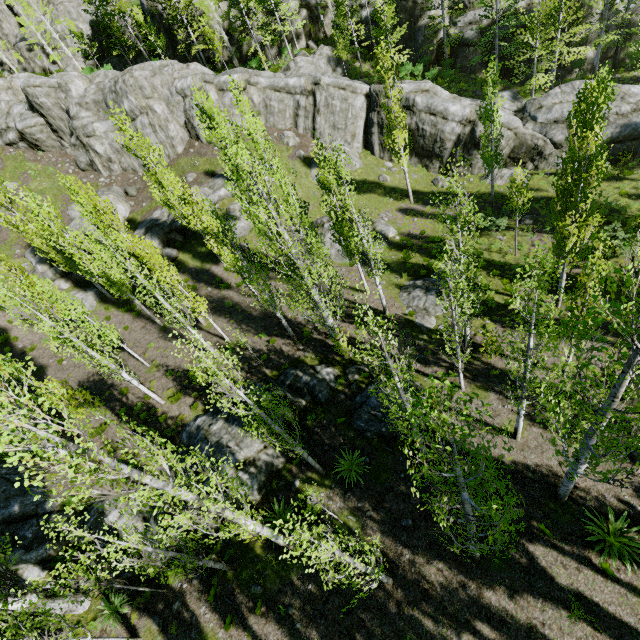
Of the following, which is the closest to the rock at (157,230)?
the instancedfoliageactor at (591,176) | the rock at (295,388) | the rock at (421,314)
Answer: the instancedfoliageactor at (591,176)

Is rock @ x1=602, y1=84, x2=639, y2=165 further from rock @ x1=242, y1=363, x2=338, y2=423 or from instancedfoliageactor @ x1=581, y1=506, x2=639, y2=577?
rock @ x1=242, y1=363, x2=338, y2=423

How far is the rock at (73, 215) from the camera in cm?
2895

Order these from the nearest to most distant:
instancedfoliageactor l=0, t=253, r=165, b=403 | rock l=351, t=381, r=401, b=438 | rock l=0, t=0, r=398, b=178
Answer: instancedfoliageactor l=0, t=253, r=165, b=403 < rock l=351, t=381, r=401, b=438 < rock l=0, t=0, r=398, b=178

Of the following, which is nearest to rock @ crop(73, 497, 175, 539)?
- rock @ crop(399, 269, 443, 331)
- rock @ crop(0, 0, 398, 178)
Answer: rock @ crop(399, 269, 443, 331)

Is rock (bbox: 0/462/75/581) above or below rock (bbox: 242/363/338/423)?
above

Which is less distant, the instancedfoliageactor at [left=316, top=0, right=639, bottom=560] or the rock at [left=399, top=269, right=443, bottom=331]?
the instancedfoliageactor at [left=316, top=0, right=639, bottom=560]

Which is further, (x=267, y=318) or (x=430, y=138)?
(x=430, y=138)
